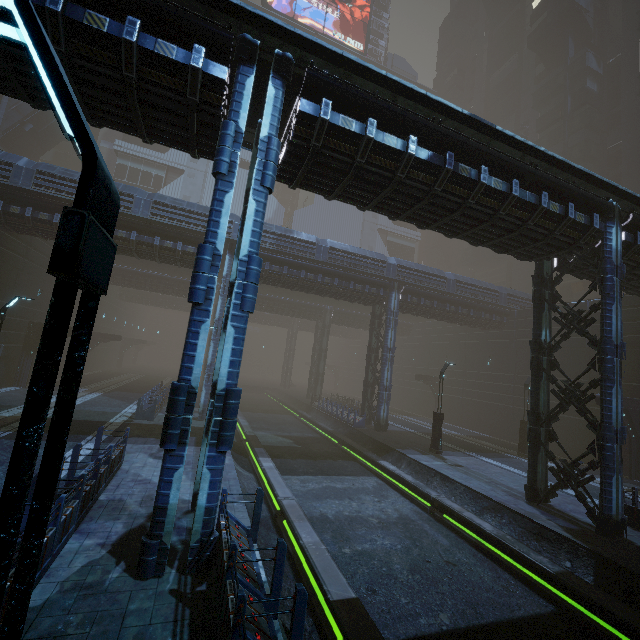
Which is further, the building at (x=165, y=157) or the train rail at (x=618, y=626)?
the train rail at (x=618, y=626)

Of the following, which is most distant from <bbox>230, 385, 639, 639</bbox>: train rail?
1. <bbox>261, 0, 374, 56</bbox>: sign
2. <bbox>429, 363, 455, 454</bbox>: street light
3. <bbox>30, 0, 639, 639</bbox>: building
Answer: <bbox>261, 0, 374, 56</bbox>: sign

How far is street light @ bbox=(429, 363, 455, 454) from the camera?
19.6 meters

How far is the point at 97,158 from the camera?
1.17m

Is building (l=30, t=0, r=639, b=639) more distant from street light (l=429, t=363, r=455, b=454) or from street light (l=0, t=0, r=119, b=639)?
street light (l=429, t=363, r=455, b=454)

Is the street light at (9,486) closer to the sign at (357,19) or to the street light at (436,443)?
the street light at (436,443)

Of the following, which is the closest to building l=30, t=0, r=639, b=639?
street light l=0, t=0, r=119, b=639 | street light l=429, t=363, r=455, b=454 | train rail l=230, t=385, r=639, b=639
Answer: train rail l=230, t=385, r=639, b=639
